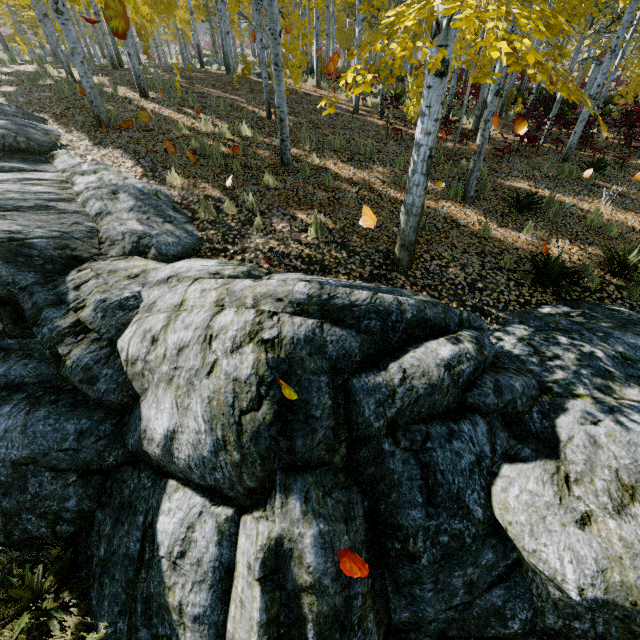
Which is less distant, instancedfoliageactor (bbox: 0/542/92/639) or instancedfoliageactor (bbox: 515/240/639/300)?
instancedfoliageactor (bbox: 0/542/92/639)

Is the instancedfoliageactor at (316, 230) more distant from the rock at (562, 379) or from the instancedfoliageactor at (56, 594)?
the instancedfoliageactor at (56, 594)

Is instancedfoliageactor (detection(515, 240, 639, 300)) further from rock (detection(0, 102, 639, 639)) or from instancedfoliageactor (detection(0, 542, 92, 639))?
instancedfoliageactor (detection(0, 542, 92, 639))

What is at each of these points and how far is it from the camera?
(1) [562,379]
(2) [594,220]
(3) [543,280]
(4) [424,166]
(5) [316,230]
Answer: (1) rock, 3.6m
(2) instancedfoliageactor, 7.0m
(3) instancedfoliageactor, 5.5m
(4) instancedfoliageactor, 4.5m
(5) instancedfoliageactor, 6.0m

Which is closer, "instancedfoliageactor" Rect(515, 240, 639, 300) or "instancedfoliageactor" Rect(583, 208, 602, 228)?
"instancedfoliageactor" Rect(515, 240, 639, 300)

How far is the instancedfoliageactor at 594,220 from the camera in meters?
6.9 m

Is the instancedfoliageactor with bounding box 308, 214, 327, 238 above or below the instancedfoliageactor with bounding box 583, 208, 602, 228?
above
